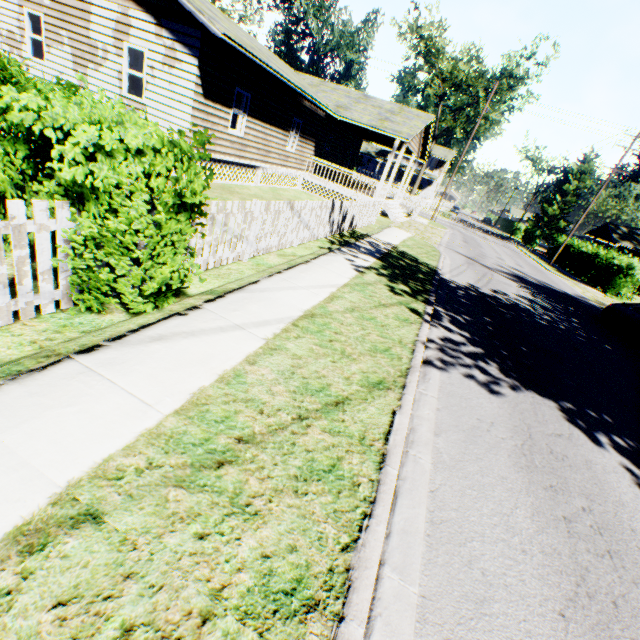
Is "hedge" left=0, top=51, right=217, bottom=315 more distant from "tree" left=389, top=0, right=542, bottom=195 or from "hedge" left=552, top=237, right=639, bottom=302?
"tree" left=389, top=0, right=542, bottom=195

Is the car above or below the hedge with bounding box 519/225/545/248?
below

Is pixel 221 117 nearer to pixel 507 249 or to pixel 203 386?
pixel 203 386

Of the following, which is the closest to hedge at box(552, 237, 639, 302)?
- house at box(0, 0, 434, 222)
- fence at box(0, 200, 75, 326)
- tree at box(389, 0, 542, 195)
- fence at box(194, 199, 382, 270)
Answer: house at box(0, 0, 434, 222)

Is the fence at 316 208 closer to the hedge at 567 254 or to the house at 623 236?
the hedge at 567 254

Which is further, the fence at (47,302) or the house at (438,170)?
the house at (438,170)

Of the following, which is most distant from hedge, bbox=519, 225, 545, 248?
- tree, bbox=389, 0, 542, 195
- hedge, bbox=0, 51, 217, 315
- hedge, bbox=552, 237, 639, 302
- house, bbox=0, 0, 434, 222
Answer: hedge, bbox=0, 51, 217, 315

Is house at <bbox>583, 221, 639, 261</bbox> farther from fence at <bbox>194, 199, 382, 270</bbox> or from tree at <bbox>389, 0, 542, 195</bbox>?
→ fence at <bbox>194, 199, 382, 270</bbox>
